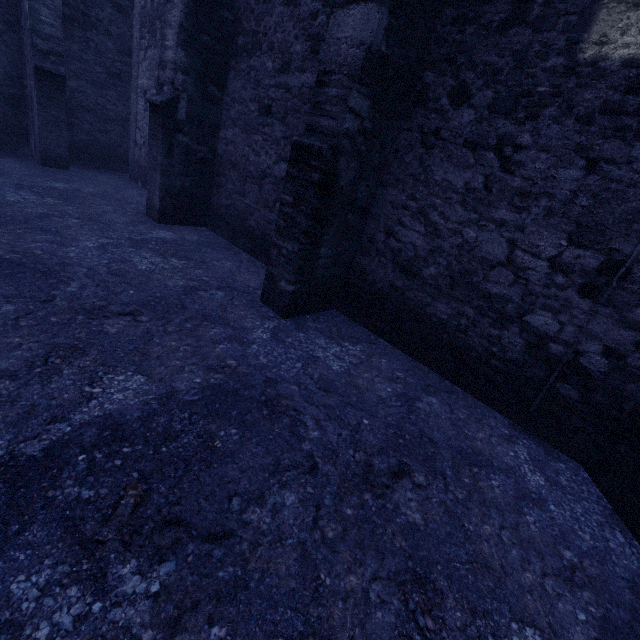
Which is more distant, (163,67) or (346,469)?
(163,67)
